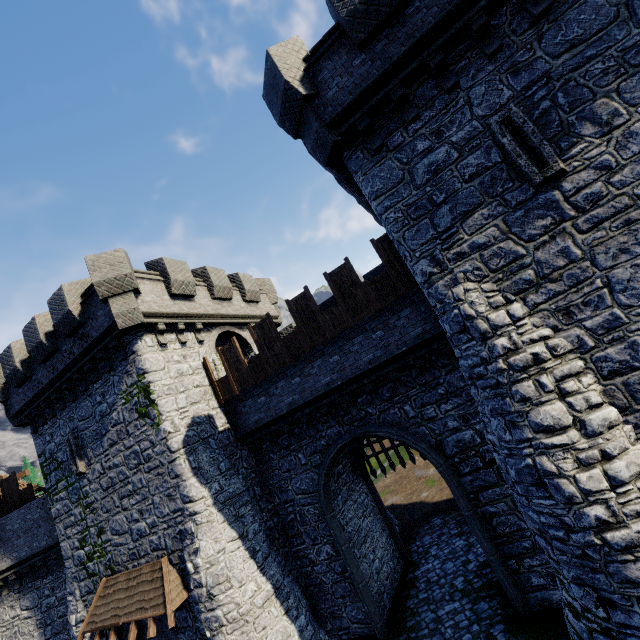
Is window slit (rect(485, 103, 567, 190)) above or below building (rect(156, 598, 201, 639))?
above

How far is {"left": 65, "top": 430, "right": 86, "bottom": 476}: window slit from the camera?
13.9m

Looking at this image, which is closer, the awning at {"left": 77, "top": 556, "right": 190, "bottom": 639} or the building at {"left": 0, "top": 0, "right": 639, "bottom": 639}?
the building at {"left": 0, "top": 0, "right": 639, "bottom": 639}

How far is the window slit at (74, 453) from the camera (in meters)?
13.91

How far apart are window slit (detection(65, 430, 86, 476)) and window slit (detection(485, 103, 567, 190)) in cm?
1864

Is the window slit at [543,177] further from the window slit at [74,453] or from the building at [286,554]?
the window slit at [74,453]

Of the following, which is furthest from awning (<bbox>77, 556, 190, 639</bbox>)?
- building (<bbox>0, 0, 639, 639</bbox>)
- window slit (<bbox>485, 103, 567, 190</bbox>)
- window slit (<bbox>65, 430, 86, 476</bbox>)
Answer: window slit (<bbox>485, 103, 567, 190</bbox>)

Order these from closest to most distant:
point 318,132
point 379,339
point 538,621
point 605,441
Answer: point 605,441 → point 318,132 → point 538,621 → point 379,339
